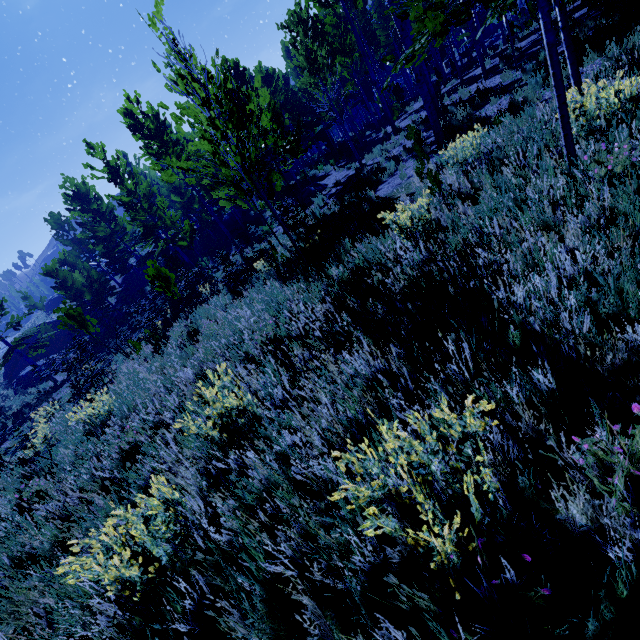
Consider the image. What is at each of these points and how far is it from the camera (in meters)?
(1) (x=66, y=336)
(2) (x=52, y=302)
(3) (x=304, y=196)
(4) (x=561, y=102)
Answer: (1) rock, 30.23
(2) rock, 45.34
(3) rock, 18.28
(4) instancedfoliageactor, 3.34

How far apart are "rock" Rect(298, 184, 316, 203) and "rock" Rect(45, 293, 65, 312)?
44.5 meters

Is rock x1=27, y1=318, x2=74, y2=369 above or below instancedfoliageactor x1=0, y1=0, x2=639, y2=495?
below

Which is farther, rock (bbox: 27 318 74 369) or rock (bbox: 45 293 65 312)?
rock (bbox: 45 293 65 312)

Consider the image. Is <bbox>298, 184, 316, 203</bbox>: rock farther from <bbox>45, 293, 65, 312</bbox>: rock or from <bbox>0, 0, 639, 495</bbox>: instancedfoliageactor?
<bbox>45, 293, 65, 312</bbox>: rock

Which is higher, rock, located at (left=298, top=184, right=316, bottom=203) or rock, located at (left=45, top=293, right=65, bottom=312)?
rock, located at (left=45, top=293, right=65, bottom=312)

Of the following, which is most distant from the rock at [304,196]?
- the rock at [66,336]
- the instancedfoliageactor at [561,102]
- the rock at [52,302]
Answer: the rock at [52,302]
